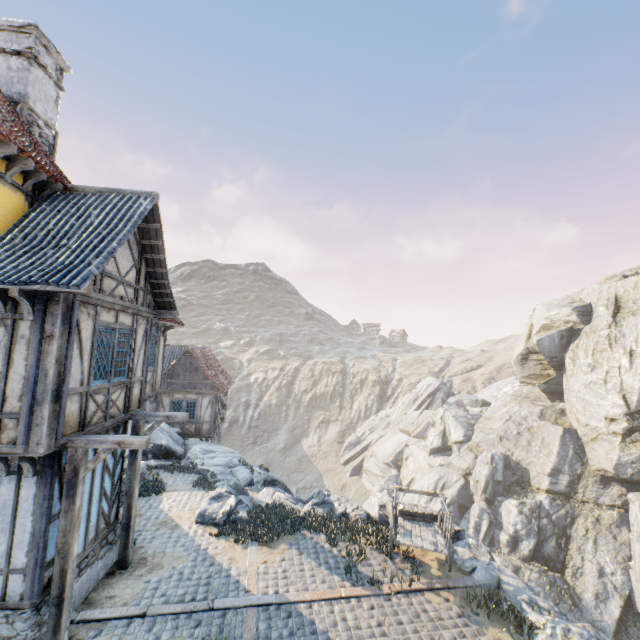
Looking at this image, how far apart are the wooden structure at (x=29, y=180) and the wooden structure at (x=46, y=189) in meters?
0.4

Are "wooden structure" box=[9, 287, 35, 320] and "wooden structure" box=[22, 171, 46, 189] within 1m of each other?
no

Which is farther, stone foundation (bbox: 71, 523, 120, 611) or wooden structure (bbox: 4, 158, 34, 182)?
stone foundation (bbox: 71, 523, 120, 611)

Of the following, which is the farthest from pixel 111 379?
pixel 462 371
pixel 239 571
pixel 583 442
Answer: pixel 462 371

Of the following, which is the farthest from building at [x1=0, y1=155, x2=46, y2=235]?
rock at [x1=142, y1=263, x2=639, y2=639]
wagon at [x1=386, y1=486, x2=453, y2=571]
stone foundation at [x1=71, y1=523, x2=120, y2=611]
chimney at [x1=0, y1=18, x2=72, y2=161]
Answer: wagon at [x1=386, y1=486, x2=453, y2=571]

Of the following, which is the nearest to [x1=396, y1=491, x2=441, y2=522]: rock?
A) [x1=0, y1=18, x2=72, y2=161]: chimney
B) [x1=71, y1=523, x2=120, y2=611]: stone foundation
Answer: [x1=71, y1=523, x2=120, y2=611]: stone foundation

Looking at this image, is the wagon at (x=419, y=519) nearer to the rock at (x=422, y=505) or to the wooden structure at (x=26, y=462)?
the rock at (x=422, y=505)

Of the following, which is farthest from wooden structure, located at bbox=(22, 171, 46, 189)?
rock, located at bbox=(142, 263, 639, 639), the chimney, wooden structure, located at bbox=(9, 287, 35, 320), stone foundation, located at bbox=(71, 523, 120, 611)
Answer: rock, located at bbox=(142, 263, 639, 639)
